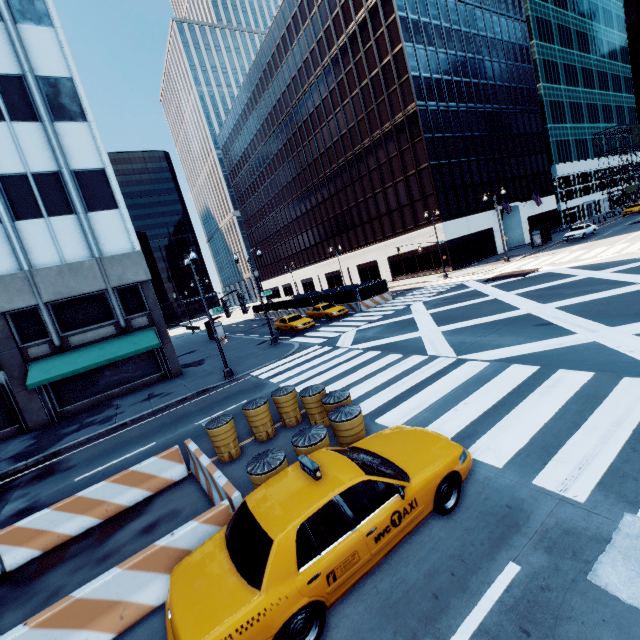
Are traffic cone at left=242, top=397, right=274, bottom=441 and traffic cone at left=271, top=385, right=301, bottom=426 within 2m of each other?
yes

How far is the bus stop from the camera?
38.3 meters

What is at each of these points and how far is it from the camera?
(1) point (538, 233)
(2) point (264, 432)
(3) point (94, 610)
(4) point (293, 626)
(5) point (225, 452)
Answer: (1) bus stop, 38.28m
(2) traffic cone, 9.86m
(3) concrete barrier, 4.86m
(4) vehicle, 3.92m
(5) traffic cone, 9.18m

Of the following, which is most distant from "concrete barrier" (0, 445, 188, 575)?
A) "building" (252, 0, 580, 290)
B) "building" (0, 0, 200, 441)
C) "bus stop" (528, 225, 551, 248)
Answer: "bus stop" (528, 225, 551, 248)

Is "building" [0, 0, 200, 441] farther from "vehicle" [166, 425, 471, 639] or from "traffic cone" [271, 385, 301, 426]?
"vehicle" [166, 425, 471, 639]

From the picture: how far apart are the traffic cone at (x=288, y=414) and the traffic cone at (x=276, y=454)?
3.2 meters

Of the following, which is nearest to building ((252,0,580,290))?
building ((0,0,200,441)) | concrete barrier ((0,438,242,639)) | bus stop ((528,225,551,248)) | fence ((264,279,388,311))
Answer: bus stop ((528,225,551,248))

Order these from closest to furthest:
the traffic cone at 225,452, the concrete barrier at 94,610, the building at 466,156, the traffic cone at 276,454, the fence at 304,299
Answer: the concrete barrier at 94,610 → the traffic cone at 276,454 → the traffic cone at 225,452 → the fence at 304,299 → the building at 466,156
